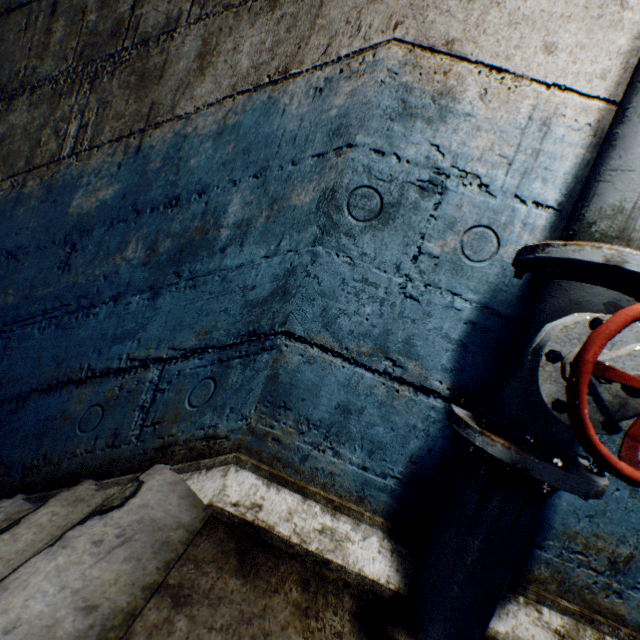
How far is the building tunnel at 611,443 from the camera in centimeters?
96cm

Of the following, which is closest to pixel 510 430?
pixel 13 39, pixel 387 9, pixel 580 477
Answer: pixel 580 477

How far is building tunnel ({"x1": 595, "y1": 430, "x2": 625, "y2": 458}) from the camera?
1.0 meters

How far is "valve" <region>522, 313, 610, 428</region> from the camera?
0.70m

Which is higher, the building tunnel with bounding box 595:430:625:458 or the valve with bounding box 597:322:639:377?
the valve with bounding box 597:322:639:377

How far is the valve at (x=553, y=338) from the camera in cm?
70

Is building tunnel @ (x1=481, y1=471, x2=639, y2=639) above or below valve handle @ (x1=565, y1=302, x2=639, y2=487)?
below
